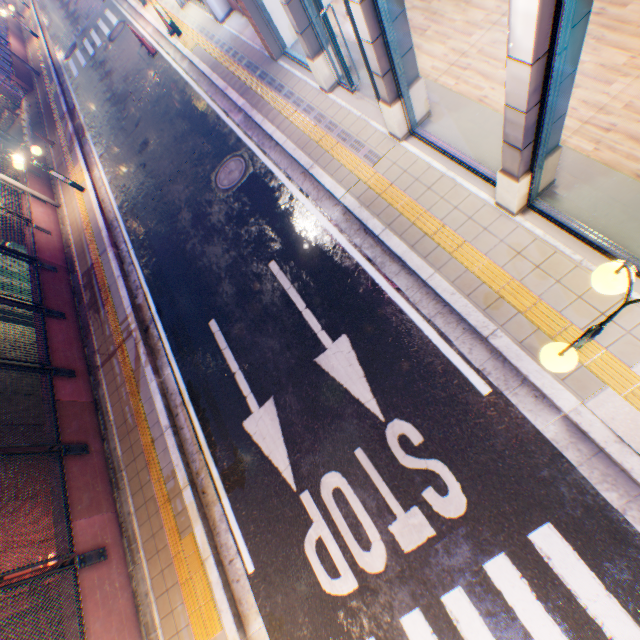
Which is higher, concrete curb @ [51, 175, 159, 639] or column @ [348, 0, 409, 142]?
column @ [348, 0, 409, 142]

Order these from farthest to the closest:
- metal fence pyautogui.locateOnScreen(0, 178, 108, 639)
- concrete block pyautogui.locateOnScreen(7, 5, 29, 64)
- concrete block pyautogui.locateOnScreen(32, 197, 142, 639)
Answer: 1. concrete block pyautogui.locateOnScreen(7, 5, 29, 64)
2. concrete block pyautogui.locateOnScreen(32, 197, 142, 639)
3. metal fence pyautogui.locateOnScreen(0, 178, 108, 639)

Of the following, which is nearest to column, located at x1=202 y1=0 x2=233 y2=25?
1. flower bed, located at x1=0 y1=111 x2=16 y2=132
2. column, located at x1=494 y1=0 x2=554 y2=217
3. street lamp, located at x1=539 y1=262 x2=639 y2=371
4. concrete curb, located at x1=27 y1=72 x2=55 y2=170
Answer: concrete curb, located at x1=27 y1=72 x2=55 y2=170

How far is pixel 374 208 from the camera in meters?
6.5 m

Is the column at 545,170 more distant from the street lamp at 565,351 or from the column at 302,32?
the column at 302,32

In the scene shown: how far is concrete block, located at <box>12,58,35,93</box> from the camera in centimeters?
2047cm

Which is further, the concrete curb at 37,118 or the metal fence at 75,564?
the concrete curb at 37,118

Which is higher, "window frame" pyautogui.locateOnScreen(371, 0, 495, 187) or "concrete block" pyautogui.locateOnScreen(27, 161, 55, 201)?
"window frame" pyautogui.locateOnScreen(371, 0, 495, 187)
